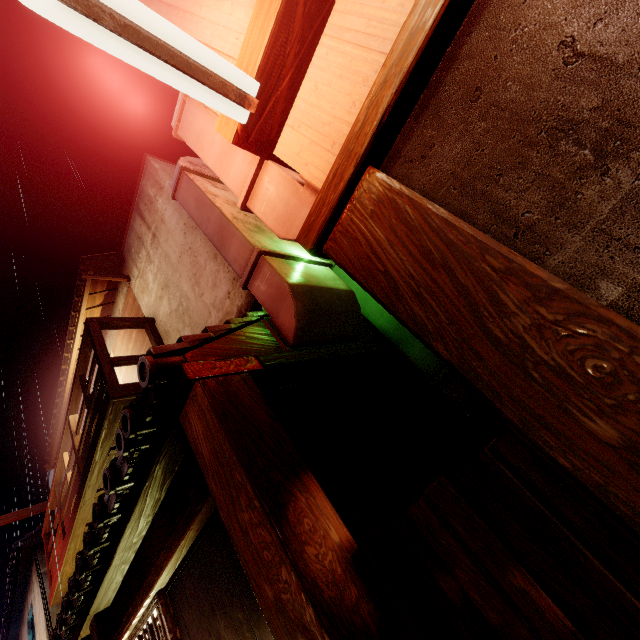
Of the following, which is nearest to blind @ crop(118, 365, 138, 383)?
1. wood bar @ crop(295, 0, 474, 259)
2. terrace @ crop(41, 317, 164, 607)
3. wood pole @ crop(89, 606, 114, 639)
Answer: terrace @ crop(41, 317, 164, 607)

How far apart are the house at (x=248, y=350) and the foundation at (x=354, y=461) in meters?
0.5

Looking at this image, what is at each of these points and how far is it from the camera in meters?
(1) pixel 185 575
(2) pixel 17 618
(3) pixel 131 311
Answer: (1) foundation, 5.1
(2) house, 21.5
(3) blind, 11.2

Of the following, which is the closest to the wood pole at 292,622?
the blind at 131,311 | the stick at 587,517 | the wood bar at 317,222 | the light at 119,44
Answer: the stick at 587,517

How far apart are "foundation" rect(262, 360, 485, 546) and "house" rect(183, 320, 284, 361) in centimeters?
54cm

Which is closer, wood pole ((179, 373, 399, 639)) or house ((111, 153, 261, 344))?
wood pole ((179, 373, 399, 639))

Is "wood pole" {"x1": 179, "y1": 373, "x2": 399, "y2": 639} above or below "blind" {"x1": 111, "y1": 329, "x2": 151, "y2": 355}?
below

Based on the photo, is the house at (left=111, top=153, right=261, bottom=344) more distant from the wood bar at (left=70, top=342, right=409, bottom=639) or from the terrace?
the wood bar at (left=70, top=342, right=409, bottom=639)
